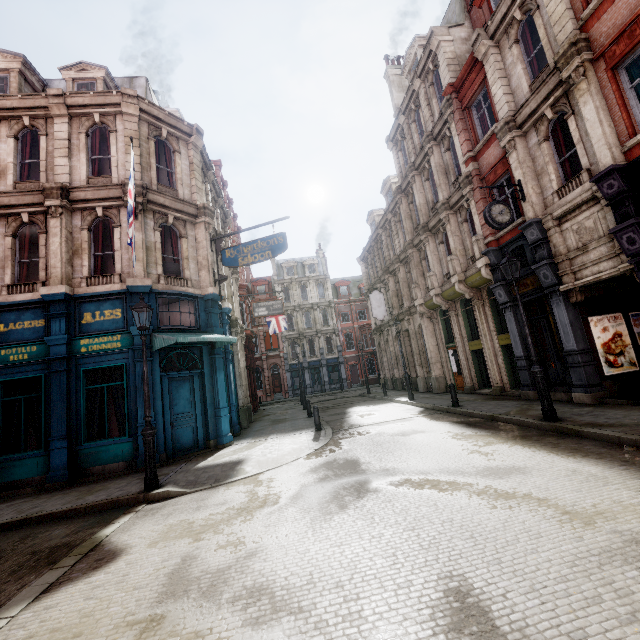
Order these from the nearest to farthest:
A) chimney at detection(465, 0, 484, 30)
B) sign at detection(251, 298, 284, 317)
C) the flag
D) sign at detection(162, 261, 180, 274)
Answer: sign at detection(162, 261, 180, 274)
chimney at detection(465, 0, 484, 30)
sign at detection(251, 298, 284, 317)
the flag

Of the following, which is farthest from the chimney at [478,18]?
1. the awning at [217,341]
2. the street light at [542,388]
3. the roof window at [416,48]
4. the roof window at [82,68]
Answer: the awning at [217,341]

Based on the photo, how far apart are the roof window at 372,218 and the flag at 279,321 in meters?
10.6 m

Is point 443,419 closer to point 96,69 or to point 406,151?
point 406,151

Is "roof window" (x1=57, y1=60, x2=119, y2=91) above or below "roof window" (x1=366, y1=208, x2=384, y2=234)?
below

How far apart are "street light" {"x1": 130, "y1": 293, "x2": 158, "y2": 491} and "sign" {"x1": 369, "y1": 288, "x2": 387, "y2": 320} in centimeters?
1903cm

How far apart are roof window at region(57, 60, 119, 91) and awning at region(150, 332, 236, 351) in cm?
989

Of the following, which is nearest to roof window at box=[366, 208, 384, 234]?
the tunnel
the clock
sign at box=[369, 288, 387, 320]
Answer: sign at box=[369, 288, 387, 320]
